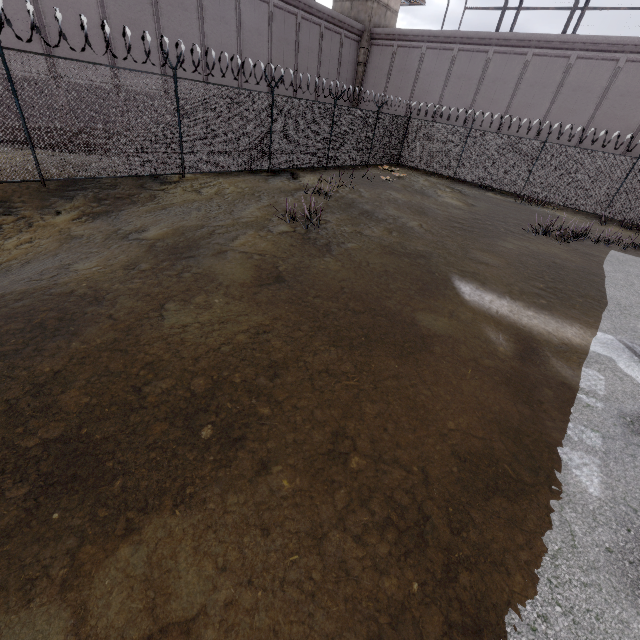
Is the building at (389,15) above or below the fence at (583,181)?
above

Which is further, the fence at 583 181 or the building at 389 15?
the building at 389 15

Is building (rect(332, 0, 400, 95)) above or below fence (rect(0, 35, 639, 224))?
above

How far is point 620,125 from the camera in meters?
19.3

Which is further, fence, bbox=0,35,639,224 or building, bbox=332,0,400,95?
building, bbox=332,0,400,95
